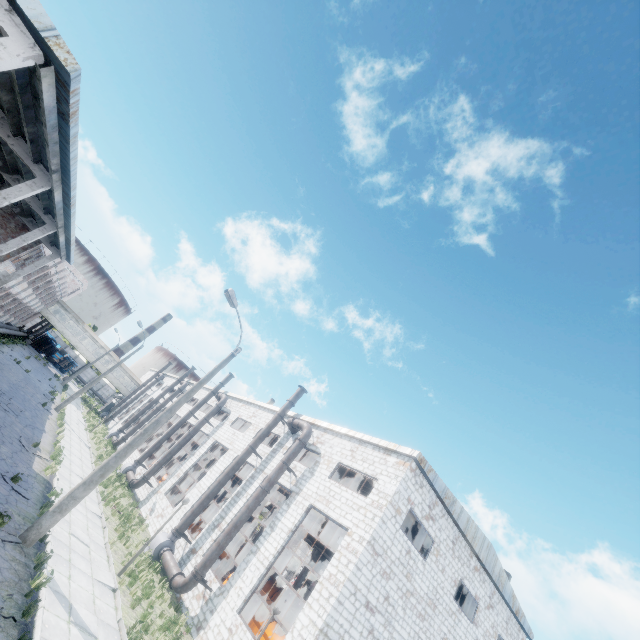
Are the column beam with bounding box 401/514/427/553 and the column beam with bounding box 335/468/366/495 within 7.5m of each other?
yes

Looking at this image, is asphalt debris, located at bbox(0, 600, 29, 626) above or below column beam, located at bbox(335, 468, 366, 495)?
below

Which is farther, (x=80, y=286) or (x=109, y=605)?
(x=80, y=286)

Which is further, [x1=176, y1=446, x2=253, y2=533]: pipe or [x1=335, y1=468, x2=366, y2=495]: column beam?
[x1=335, y1=468, x2=366, y2=495]: column beam

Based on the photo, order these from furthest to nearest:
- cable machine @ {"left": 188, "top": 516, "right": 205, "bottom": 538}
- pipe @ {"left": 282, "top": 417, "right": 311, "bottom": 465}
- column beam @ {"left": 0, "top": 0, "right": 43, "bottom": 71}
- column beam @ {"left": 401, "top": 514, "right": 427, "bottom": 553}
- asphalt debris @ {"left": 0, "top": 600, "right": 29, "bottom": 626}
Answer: cable machine @ {"left": 188, "top": 516, "right": 205, "bottom": 538}
column beam @ {"left": 401, "top": 514, "right": 427, "bottom": 553}
pipe @ {"left": 282, "top": 417, "right": 311, "bottom": 465}
asphalt debris @ {"left": 0, "top": 600, "right": 29, "bottom": 626}
column beam @ {"left": 0, "top": 0, "right": 43, "bottom": 71}

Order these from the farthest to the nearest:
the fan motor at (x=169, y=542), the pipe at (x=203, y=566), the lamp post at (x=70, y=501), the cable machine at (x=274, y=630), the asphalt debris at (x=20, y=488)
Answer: the fan motor at (x=169, y=542)
the pipe at (x=203, y=566)
the cable machine at (x=274, y=630)
the asphalt debris at (x=20, y=488)
the lamp post at (x=70, y=501)

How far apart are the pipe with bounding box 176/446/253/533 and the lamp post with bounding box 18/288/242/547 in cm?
946

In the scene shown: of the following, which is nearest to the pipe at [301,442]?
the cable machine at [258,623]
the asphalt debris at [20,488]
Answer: the cable machine at [258,623]
